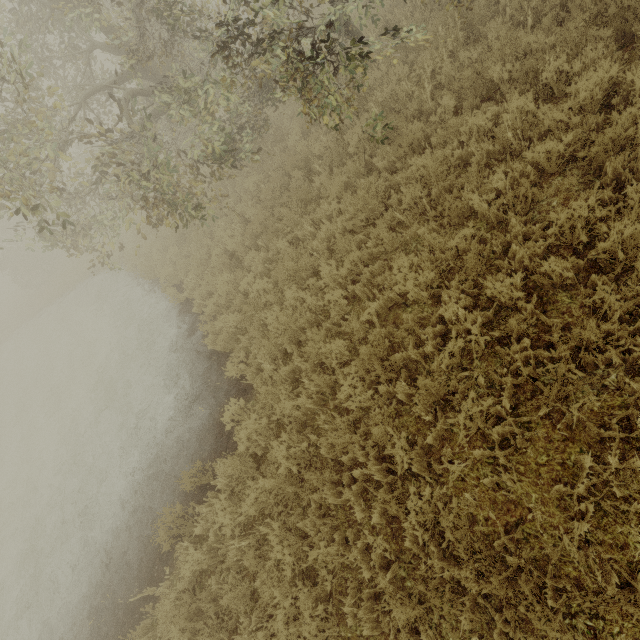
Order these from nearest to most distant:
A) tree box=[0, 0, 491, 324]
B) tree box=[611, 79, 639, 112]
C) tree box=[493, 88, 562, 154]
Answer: tree box=[611, 79, 639, 112], tree box=[493, 88, 562, 154], tree box=[0, 0, 491, 324]

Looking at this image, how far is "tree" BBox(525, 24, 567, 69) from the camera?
4.84m

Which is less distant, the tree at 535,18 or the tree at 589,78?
the tree at 589,78

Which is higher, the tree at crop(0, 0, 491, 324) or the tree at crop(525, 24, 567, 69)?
the tree at crop(0, 0, 491, 324)

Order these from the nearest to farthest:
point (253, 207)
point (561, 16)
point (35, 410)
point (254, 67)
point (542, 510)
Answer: point (542, 510), point (561, 16), point (253, 207), point (254, 67), point (35, 410)
